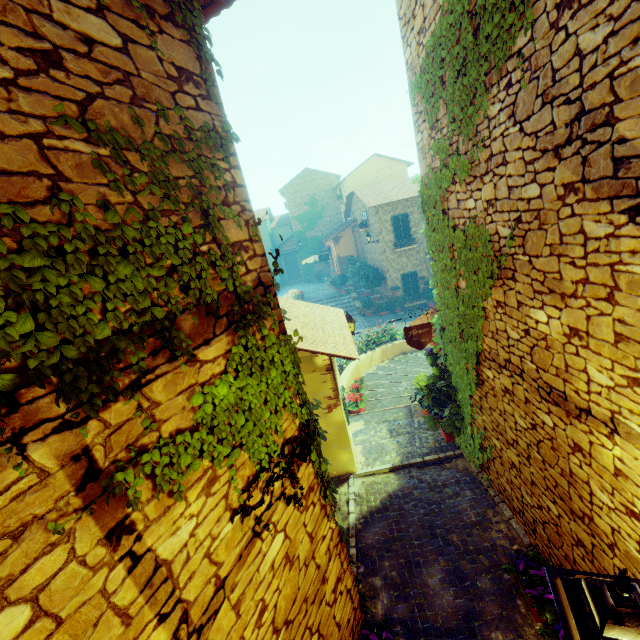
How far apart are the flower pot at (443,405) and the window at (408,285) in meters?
14.2

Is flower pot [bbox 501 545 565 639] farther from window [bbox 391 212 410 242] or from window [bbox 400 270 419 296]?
window [bbox 400 270 419 296]

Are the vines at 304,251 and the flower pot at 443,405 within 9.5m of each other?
no

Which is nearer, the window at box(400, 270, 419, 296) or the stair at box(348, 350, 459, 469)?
the stair at box(348, 350, 459, 469)

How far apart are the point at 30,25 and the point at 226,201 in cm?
129

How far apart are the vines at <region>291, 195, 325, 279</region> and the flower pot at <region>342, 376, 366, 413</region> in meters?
25.1

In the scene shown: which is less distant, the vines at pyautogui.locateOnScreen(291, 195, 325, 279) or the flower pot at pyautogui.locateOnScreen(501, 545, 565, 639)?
the flower pot at pyautogui.locateOnScreen(501, 545, 565, 639)

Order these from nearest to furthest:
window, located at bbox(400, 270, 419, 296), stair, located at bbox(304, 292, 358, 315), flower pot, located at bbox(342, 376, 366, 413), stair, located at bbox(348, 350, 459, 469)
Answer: stair, located at bbox(348, 350, 459, 469) → flower pot, located at bbox(342, 376, 366, 413) → window, located at bbox(400, 270, 419, 296) → stair, located at bbox(304, 292, 358, 315)
